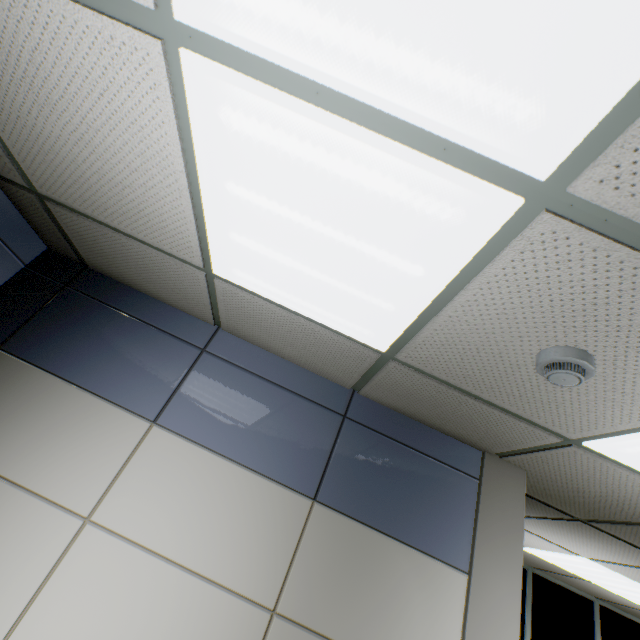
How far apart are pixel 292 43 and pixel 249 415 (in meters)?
1.74

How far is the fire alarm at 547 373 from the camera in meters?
1.1 m

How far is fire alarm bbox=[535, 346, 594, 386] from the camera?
1.1 meters
